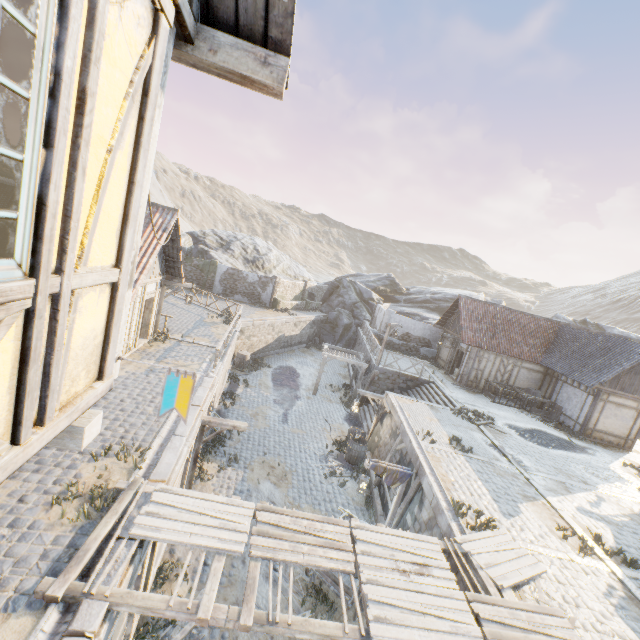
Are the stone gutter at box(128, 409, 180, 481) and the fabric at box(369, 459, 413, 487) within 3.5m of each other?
no

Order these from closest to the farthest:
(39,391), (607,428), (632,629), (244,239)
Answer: (39,391)
(632,629)
(607,428)
(244,239)

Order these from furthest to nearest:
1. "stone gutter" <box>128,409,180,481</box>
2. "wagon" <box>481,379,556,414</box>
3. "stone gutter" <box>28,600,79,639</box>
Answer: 1. "wagon" <box>481,379,556,414</box>
2. "stone gutter" <box>128,409,180,481</box>
3. "stone gutter" <box>28,600,79,639</box>

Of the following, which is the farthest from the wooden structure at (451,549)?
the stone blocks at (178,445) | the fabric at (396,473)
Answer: the fabric at (396,473)

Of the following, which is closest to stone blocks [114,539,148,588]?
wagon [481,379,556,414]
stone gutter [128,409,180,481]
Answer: stone gutter [128,409,180,481]

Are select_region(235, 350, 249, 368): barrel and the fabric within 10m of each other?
no

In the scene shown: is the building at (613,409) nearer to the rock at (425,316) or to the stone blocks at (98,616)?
the stone blocks at (98,616)

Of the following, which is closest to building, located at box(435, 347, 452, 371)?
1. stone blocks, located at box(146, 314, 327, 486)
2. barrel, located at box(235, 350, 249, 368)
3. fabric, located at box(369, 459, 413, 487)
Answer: stone blocks, located at box(146, 314, 327, 486)
